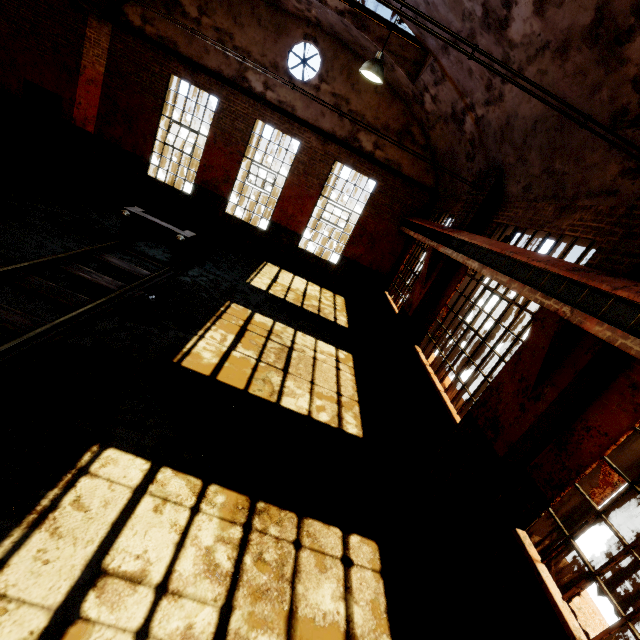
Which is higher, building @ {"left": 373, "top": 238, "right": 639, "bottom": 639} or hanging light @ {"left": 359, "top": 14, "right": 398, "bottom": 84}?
hanging light @ {"left": 359, "top": 14, "right": 398, "bottom": 84}

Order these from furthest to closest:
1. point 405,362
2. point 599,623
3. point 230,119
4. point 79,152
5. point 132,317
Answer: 1. point 79,152
2. point 230,119
3. point 405,362
4. point 132,317
5. point 599,623

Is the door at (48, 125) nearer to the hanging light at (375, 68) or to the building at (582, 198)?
the building at (582, 198)

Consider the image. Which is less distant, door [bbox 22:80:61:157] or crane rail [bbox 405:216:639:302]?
crane rail [bbox 405:216:639:302]

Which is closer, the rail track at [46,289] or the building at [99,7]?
the rail track at [46,289]

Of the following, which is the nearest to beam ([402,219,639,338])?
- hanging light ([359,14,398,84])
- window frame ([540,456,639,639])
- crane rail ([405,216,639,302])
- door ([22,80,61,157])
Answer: crane rail ([405,216,639,302])

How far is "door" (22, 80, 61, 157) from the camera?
11.5 meters

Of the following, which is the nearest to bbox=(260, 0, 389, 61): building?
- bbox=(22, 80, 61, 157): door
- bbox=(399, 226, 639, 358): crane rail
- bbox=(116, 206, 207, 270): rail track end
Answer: bbox=(399, 226, 639, 358): crane rail
